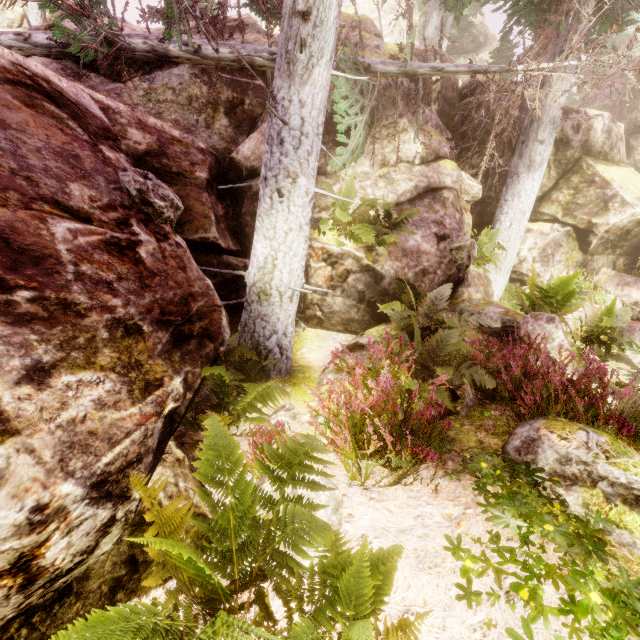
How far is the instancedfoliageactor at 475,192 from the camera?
8.1 meters

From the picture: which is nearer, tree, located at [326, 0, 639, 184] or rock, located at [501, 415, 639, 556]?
rock, located at [501, 415, 639, 556]

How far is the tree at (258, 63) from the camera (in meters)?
7.38

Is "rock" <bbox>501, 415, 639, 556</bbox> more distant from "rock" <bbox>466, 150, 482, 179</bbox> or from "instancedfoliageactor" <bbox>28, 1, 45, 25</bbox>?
"rock" <bbox>466, 150, 482, 179</bbox>

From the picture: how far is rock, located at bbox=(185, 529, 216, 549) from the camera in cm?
237

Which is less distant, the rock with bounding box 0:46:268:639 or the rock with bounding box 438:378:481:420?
the rock with bounding box 0:46:268:639

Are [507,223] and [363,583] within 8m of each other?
no

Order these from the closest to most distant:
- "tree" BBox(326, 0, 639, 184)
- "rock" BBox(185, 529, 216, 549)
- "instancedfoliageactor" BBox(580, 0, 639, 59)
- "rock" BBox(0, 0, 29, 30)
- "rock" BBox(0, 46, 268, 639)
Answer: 1. "rock" BBox(0, 46, 268, 639)
2. "rock" BBox(185, 529, 216, 549)
3. "tree" BBox(326, 0, 639, 184)
4. "instancedfoliageactor" BBox(580, 0, 639, 59)
5. "rock" BBox(0, 0, 29, 30)
